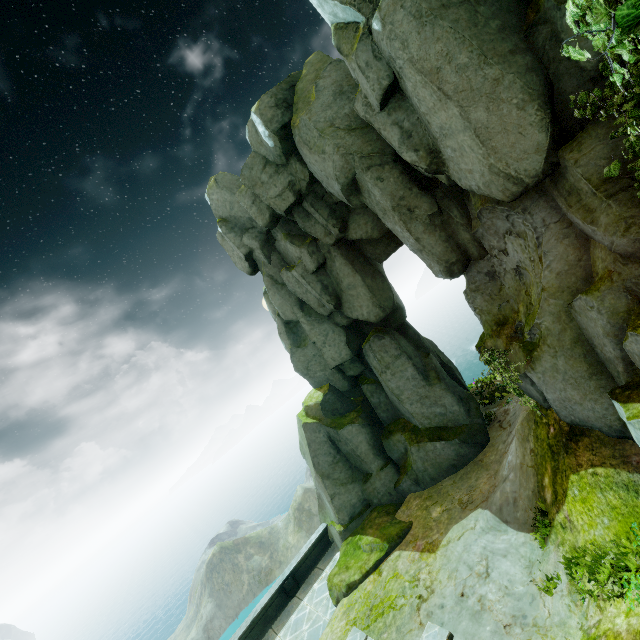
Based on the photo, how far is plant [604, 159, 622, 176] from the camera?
5.21m

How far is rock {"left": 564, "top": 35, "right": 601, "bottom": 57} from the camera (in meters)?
5.29

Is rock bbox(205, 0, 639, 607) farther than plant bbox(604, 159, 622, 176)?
Yes

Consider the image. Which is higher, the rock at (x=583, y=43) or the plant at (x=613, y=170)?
the rock at (x=583, y=43)

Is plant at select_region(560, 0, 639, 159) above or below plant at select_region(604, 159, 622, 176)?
above

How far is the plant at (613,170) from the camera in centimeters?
521cm

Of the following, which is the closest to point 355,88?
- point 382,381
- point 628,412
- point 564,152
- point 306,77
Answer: point 306,77
